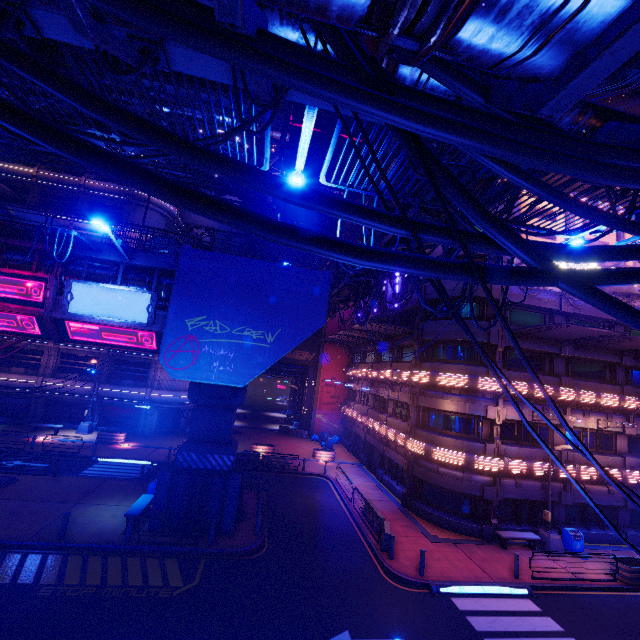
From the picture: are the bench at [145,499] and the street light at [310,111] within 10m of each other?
no

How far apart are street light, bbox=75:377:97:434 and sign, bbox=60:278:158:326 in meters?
20.9 m

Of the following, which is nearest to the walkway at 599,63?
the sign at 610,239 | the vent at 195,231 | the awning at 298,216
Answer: the sign at 610,239

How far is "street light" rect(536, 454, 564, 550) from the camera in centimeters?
1816cm

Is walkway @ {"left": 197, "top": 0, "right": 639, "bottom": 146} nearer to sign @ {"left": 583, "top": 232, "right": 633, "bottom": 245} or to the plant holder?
the plant holder

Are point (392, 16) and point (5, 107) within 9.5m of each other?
yes

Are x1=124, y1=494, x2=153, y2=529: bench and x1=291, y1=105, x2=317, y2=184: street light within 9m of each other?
no

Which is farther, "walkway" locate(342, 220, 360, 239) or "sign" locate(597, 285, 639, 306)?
"sign" locate(597, 285, 639, 306)
